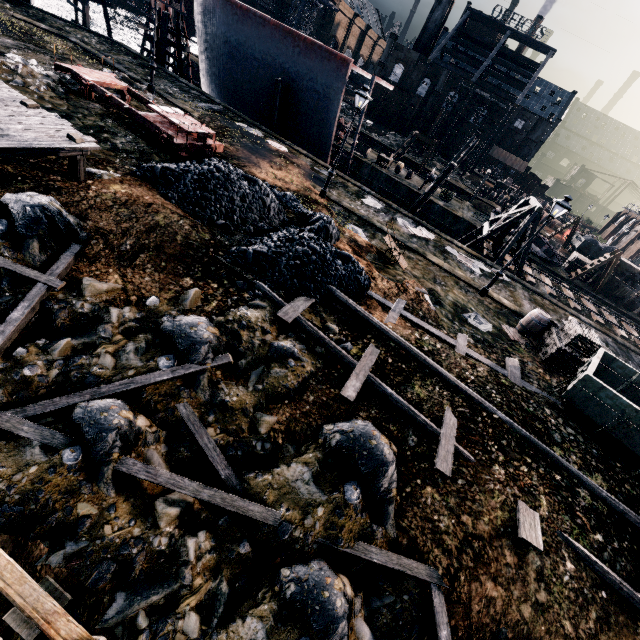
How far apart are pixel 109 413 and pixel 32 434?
1.31m

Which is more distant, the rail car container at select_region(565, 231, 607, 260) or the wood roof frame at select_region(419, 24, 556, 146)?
the wood roof frame at select_region(419, 24, 556, 146)

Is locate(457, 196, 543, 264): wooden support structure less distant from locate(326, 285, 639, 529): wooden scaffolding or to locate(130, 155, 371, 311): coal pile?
locate(130, 155, 371, 311): coal pile

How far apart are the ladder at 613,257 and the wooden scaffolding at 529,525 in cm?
3278

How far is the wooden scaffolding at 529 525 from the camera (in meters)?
6.87

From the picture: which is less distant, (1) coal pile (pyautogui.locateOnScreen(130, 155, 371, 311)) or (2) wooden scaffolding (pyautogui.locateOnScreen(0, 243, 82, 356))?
(2) wooden scaffolding (pyautogui.locateOnScreen(0, 243, 82, 356))

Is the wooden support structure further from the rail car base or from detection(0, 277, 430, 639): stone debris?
the rail car base

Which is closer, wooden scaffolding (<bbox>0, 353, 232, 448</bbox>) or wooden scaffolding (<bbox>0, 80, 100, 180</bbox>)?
wooden scaffolding (<bbox>0, 353, 232, 448</bbox>)
